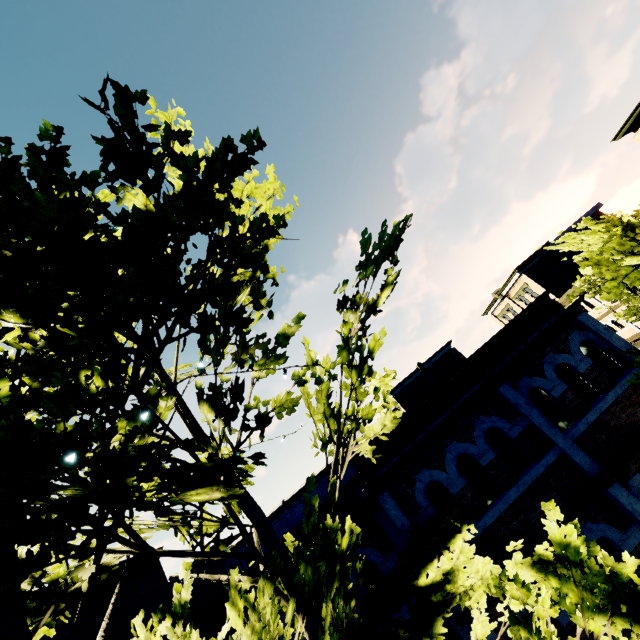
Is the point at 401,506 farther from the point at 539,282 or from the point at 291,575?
the point at 539,282

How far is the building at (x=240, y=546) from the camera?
40.41m

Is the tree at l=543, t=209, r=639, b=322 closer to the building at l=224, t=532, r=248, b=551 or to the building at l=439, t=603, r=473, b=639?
the building at l=439, t=603, r=473, b=639

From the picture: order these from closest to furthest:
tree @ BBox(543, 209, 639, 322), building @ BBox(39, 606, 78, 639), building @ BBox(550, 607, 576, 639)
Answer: tree @ BBox(543, 209, 639, 322) < building @ BBox(550, 607, 576, 639) < building @ BBox(39, 606, 78, 639)

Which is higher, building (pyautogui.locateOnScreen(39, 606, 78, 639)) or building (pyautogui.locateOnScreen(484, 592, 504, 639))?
building (pyautogui.locateOnScreen(39, 606, 78, 639))
